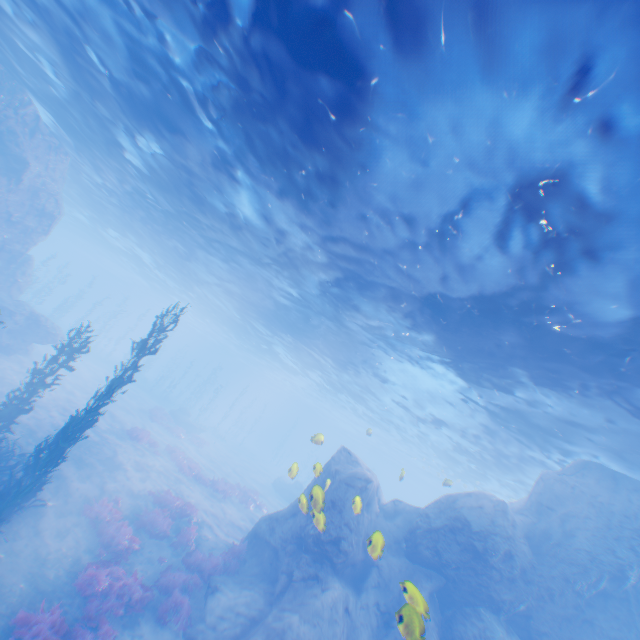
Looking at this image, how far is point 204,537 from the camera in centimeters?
1541cm

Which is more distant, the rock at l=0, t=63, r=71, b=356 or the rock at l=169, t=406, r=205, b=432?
the rock at l=169, t=406, r=205, b=432

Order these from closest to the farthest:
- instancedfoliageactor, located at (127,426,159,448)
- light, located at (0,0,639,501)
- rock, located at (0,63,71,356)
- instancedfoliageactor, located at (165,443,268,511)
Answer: light, located at (0,0,639,501)
rock, located at (0,63,71,356)
instancedfoliageactor, located at (127,426,159,448)
instancedfoliageactor, located at (165,443,268,511)

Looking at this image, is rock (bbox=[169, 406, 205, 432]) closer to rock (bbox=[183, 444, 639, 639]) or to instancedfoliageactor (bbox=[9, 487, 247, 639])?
rock (bbox=[183, 444, 639, 639])

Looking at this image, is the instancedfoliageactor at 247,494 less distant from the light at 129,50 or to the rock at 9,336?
the rock at 9,336

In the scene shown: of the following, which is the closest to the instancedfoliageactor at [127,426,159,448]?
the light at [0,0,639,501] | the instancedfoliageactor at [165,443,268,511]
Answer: the instancedfoliageactor at [165,443,268,511]

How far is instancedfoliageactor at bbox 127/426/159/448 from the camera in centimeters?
2089cm

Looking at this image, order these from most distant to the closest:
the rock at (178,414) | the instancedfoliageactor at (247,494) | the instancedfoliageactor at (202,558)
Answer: the rock at (178,414) < the instancedfoliageactor at (247,494) < the instancedfoliageactor at (202,558)
